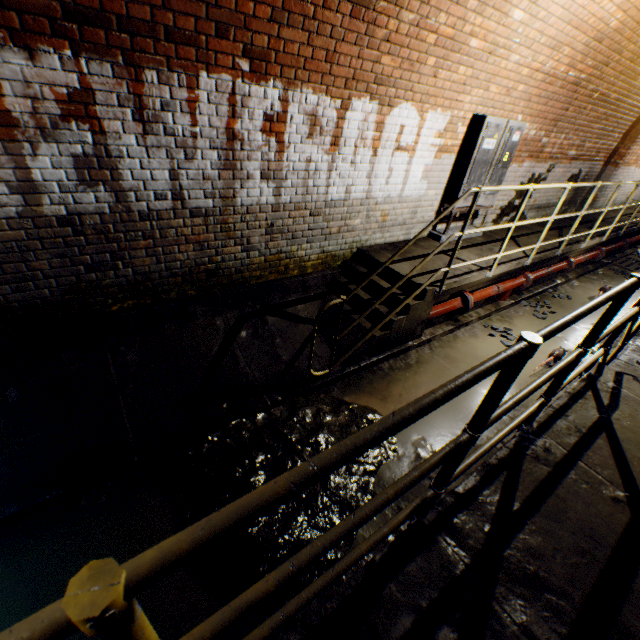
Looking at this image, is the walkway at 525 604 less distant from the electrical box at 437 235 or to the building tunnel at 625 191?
the building tunnel at 625 191

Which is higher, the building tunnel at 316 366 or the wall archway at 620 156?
the wall archway at 620 156

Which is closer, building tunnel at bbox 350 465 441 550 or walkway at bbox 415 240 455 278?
building tunnel at bbox 350 465 441 550

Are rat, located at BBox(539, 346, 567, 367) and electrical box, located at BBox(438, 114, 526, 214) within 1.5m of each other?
no

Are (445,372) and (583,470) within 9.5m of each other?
yes

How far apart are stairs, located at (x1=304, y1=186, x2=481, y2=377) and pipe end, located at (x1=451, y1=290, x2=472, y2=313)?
0.9m

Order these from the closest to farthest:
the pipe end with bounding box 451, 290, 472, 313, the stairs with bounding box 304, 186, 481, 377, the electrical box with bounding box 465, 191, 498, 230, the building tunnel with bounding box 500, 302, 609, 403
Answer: the stairs with bounding box 304, 186, 481, 377 < the building tunnel with bounding box 500, 302, 609, 403 < the pipe end with bounding box 451, 290, 472, 313 < the electrical box with bounding box 465, 191, 498, 230

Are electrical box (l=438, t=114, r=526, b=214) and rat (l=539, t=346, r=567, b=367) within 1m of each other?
no
